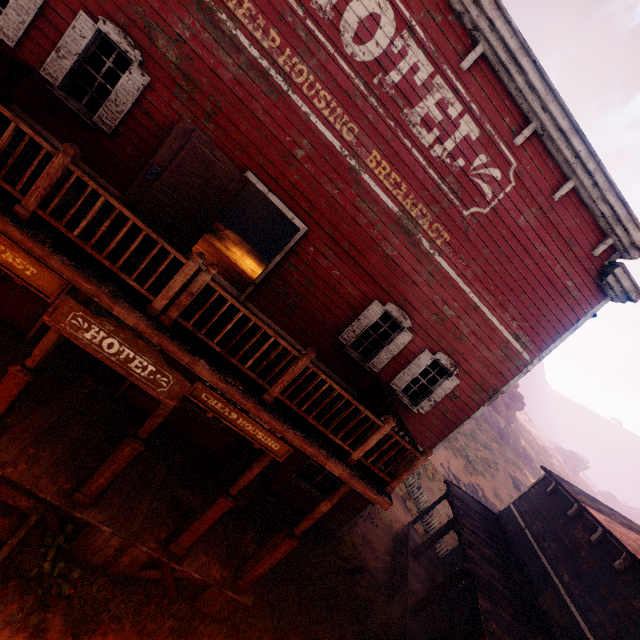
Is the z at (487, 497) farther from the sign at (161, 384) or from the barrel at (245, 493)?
the sign at (161, 384)

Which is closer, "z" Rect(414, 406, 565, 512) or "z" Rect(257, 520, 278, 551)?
"z" Rect(257, 520, 278, 551)

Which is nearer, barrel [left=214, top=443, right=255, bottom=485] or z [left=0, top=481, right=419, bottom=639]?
z [left=0, top=481, right=419, bottom=639]

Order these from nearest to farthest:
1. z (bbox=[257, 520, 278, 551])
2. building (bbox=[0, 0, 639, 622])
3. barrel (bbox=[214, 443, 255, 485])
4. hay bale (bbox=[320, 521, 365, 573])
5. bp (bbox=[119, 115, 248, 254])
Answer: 1. building (bbox=[0, 0, 639, 622])
2. bp (bbox=[119, 115, 248, 254])
3. barrel (bbox=[214, 443, 255, 485])
4. z (bbox=[257, 520, 278, 551])
5. hay bale (bbox=[320, 521, 365, 573])

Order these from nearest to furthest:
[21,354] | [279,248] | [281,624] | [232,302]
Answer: [232,302], [21,354], [281,624], [279,248]

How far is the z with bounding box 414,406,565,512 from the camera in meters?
27.5

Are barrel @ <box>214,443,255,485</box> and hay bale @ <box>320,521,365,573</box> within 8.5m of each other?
yes

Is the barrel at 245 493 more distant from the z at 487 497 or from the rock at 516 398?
the rock at 516 398
